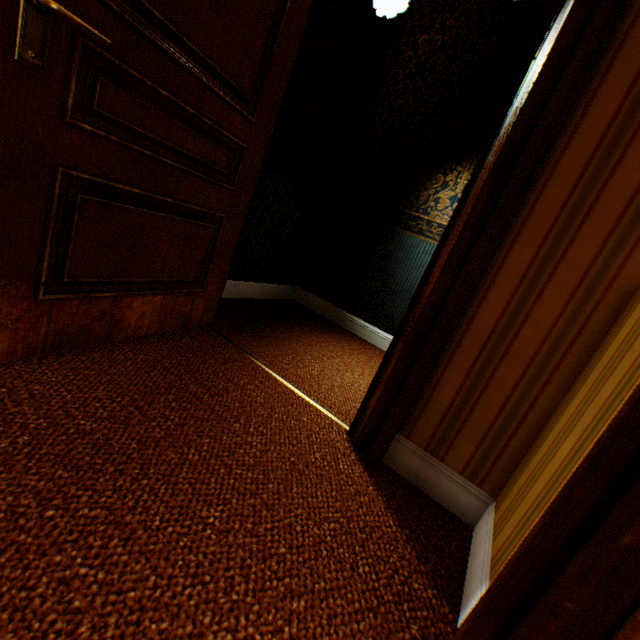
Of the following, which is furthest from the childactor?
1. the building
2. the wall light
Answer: the wall light

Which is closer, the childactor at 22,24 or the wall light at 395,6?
the childactor at 22,24

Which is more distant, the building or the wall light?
the wall light

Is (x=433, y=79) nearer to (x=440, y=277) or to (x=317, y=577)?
(x=440, y=277)

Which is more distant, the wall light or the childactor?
the wall light

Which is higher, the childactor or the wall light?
the wall light

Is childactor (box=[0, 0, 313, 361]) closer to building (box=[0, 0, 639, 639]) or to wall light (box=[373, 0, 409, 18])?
building (box=[0, 0, 639, 639])

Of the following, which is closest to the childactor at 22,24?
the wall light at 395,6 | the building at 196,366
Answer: the building at 196,366
